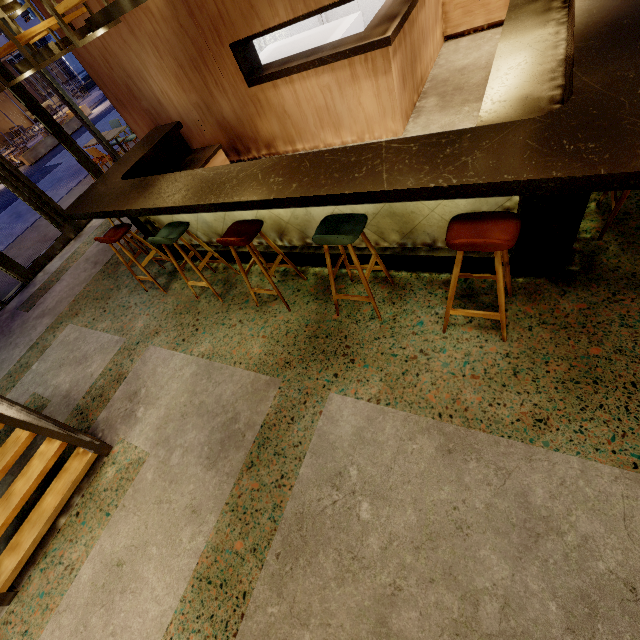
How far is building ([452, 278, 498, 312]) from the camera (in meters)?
2.67

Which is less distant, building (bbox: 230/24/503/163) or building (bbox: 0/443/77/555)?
building (bbox: 0/443/77/555)

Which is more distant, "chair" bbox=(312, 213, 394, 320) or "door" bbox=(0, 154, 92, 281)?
"door" bbox=(0, 154, 92, 281)

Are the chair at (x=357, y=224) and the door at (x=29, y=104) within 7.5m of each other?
yes

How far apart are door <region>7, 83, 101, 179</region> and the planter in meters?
13.5 m

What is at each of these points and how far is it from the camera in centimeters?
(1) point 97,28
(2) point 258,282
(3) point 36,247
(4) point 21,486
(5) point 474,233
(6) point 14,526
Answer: (1) bar shelf, 253cm
(2) building, 389cm
(3) building, 743cm
(4) stairs, 286cm
(5) chair, 198cm
(6) building, 304cm

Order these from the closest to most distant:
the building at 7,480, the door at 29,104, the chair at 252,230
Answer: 1. the chair at 252,230
2. the building at 7,480
3. the door at 29,104

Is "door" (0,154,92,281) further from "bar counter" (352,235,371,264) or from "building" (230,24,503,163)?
"bar counter" (352,235,371,264)
